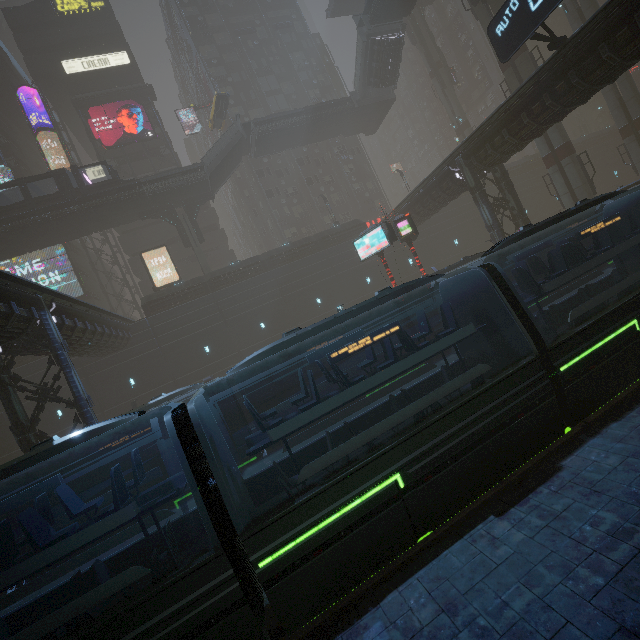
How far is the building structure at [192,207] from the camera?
33.8m

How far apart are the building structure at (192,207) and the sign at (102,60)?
22.7 meters

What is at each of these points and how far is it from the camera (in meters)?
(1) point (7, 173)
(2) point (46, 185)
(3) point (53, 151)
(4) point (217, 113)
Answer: (1) sign, 34.94
(2) building, 44.38
(3) building, 42.28
(4) taxi, 36.12

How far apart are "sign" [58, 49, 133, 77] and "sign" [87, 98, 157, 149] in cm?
555

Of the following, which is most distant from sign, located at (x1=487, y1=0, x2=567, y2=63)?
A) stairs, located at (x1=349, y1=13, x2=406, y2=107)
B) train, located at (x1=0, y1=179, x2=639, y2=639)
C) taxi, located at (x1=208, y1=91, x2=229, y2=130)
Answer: taxi, located at (x1=208, y1=91, x2=229, y2=130)

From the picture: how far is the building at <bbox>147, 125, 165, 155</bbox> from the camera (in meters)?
41.69

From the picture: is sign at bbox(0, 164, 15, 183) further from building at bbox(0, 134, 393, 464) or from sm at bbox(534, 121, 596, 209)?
sm at bbox(534, 121, 596, 209)

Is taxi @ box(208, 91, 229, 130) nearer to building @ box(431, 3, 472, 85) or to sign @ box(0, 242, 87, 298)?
building @ box(431, 3, 472, 85)
